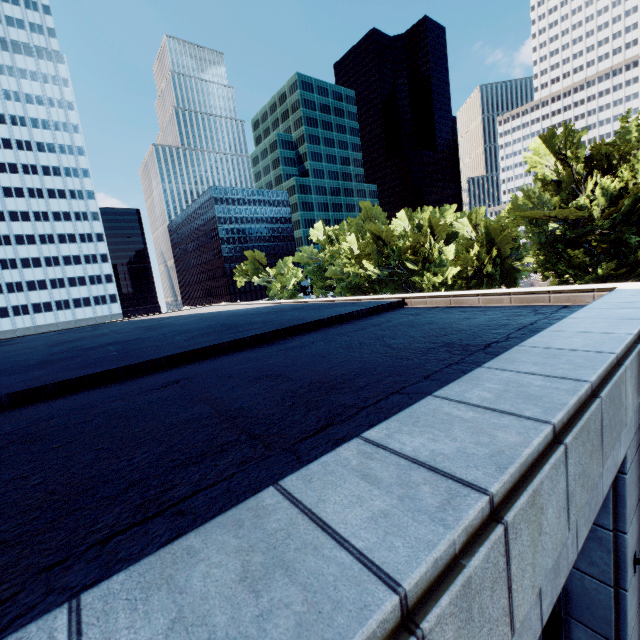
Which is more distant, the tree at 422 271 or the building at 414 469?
the tree at 422 271

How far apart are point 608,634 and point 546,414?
6.8 meters

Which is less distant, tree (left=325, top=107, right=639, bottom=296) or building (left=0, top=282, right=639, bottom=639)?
building (left=0, top=282, right=639, bottom=639)
